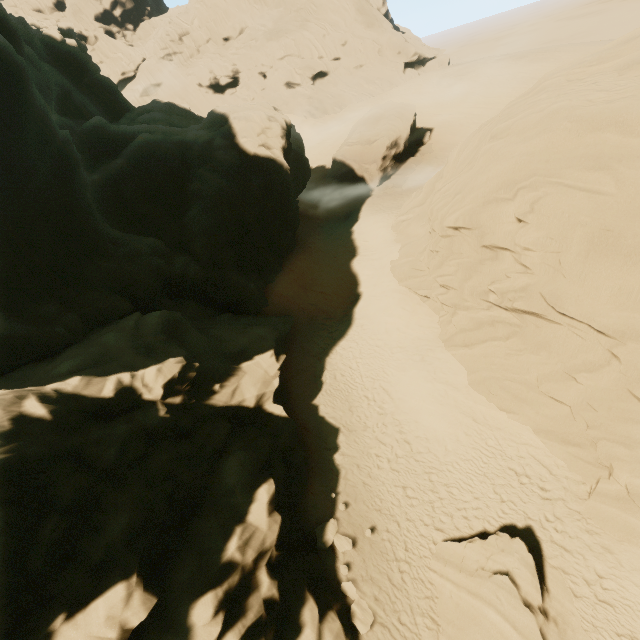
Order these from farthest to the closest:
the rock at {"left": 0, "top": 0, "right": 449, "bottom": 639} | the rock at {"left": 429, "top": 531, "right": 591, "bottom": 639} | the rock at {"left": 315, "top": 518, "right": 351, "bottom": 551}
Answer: the rock at {"left": 315, "top": 518, "right": 351, "bottom": 551} < the rock at {"left": 429, "top": 531, "right": 591, "bottom": 639} < the rock at {"left": 0, "top": 0, "right": 449, "bottom": 639}

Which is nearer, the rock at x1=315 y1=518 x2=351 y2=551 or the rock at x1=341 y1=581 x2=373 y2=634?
the rock at x1=341 y1=581 x2=373 y2=634

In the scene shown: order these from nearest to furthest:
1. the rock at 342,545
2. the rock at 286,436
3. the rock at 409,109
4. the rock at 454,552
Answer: the rock at 286,436, the rock at 454,552, the rock at 342,545, the rock at 409,109

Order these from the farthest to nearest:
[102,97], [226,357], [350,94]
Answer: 1. [350,94]
2. [102,97]
3. [226,357]

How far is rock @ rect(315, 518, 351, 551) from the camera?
12.4 meters

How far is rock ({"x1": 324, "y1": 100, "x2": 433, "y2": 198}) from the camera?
34.1 meters

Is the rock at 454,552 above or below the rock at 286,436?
below
